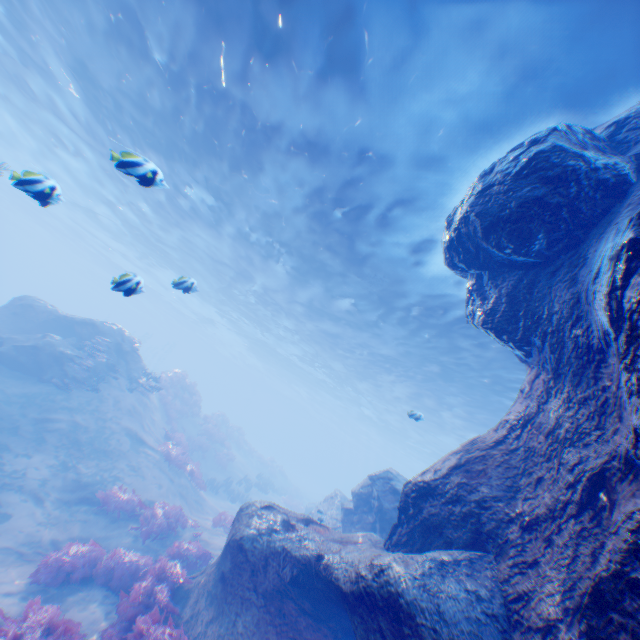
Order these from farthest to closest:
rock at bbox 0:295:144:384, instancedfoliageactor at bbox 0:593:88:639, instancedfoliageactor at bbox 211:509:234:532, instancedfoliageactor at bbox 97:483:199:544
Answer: rock at bbox 0:295:144:384 < instancedfoliageactor at bbox 211:509:234:532 < instancedfoliageactor at bbox 97:483:199:544 < instancedfoliageactor at bbox 0:593:88:639

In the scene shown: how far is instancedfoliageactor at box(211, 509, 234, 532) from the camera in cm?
1355

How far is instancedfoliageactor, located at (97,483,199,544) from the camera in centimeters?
1036cm

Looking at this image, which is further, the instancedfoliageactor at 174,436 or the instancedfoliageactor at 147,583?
the instancedfoliageactor at 174,436

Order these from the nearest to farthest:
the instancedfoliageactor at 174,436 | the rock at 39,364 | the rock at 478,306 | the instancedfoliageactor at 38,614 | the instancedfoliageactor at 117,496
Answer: the rock at 478,306 < the instancedfoliageactor at 38,614 < the instancedfoliageactor at 117,496 < the rock at 39,364 < the instancedfoliageactor at 174,436

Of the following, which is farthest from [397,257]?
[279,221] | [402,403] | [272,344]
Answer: [272,344]

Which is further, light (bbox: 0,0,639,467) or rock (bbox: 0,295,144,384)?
Result: rock (bbox: 0,295,144,384)

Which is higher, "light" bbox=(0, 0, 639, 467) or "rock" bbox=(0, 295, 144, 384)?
"light" bbox=(0, 0, 639, 467)
